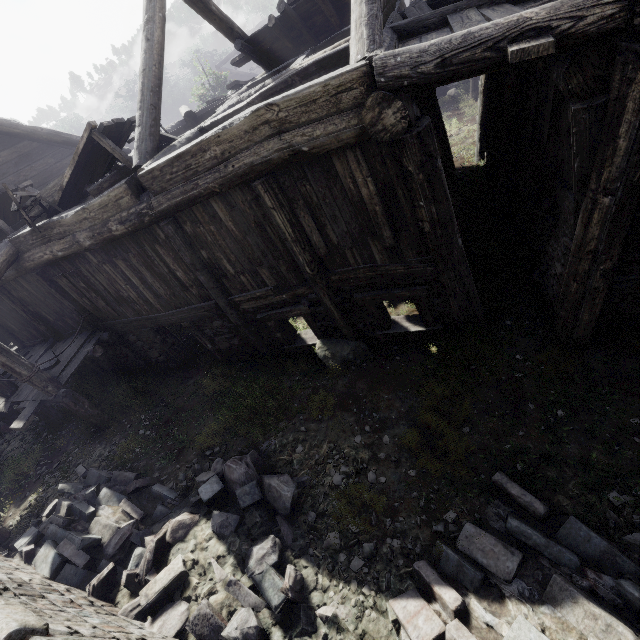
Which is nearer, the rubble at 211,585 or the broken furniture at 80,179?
the rubble at 211,585

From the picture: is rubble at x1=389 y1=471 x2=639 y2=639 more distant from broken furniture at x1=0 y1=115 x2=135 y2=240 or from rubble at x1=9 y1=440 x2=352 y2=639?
broken furniture at x1=0 y1=115 x2=135 y2=240

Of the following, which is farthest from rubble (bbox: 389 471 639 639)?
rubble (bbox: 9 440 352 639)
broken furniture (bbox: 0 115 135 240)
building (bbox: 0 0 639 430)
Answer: broken furniture (bbox: 0 115 135 240)

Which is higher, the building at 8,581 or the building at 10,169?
the building at 10,169

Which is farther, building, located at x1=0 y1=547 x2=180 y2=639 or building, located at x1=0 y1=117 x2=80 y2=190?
A: building, located at x1=0 y1=117 x2=80 y2=190

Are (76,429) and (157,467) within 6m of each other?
yes

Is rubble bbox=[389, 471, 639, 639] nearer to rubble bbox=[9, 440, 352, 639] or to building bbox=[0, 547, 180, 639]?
rubble bbox=[9, 440, 352, 639]

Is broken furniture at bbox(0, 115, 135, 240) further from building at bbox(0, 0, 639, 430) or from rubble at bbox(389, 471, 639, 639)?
rubble at bbox(389, 471, 639, 639)
